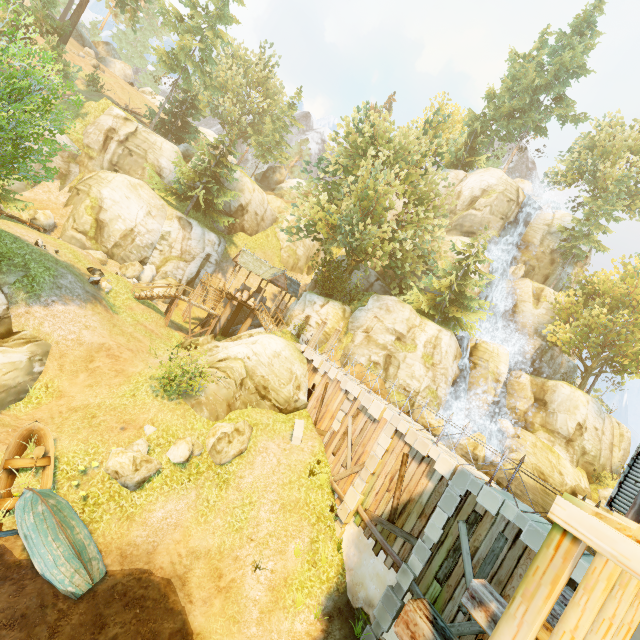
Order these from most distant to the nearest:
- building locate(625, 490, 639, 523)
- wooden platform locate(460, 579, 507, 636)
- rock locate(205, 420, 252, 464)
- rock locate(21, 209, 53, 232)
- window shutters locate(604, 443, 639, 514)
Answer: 1. rock locate(21, 209, 53, 232)
2. rock locate(205, 420, 252, 464)
3. window shutters locate(604, 443, 639, 514)
4. building locate(625, 490, 639, 523)
5. wooden platform locate(460, 579, 507, 636)

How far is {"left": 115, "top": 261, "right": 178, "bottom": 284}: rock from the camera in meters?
26.9 m

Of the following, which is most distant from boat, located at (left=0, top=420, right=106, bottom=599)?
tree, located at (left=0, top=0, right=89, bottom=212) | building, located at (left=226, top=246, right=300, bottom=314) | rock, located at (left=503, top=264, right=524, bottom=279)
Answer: rock, located at (left=503, top=264, right=524, bottom=279)

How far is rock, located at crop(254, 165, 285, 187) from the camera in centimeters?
5793cm

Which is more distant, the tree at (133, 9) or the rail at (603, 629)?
the tree at (133, 9)

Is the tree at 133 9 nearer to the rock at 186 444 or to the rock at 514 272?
the rock at 514 272

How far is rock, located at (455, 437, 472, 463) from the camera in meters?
24.5 m

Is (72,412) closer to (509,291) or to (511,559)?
(511,559)
